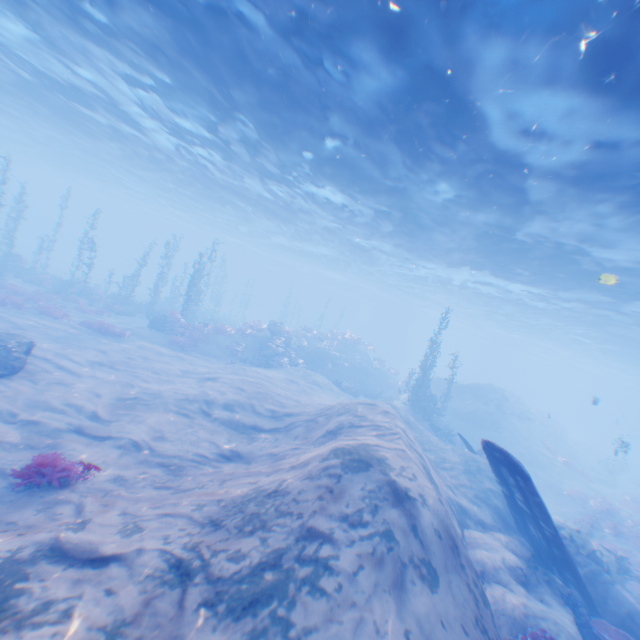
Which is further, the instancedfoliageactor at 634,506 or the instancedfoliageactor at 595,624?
the instancedfoliageactor at 634,506

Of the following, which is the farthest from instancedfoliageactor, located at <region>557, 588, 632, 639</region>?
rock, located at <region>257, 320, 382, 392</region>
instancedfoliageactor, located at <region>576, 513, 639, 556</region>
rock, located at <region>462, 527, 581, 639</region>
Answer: rock, located at <region>257, 320, 382, 392</region>

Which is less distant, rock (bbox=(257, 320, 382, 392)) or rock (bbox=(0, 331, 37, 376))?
rock (bbox=(0, 331, 37, 376))

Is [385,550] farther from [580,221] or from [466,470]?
[580,221]

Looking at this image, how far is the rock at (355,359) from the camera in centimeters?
2683cm

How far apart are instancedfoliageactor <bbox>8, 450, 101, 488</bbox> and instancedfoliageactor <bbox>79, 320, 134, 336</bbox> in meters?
14.0

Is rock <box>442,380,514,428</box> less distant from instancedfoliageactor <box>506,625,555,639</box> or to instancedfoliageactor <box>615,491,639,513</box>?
instancedfoliageactor <box>615,491,639,513</box>

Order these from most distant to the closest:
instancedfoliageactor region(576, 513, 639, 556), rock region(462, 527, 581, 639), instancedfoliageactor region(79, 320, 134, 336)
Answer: instancedfoliageactor region(79, 320, 134, 336)
instancedfoliageactor region(576, 513, 639, 556)
rock region(462, 527, 581, 639)
